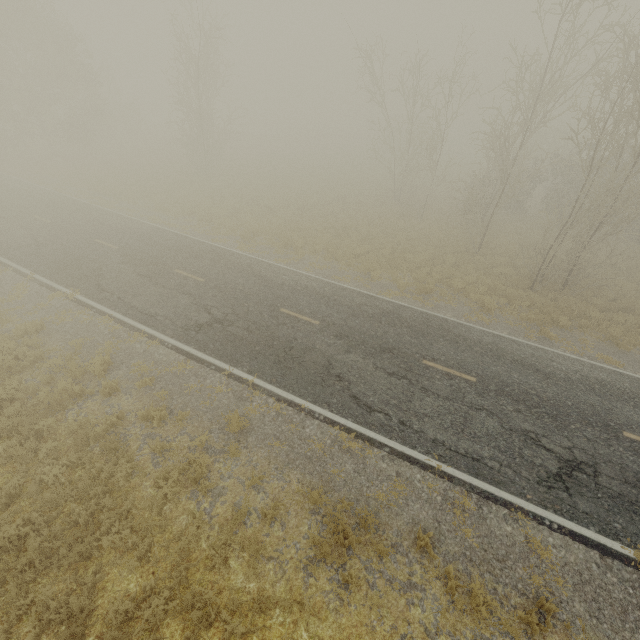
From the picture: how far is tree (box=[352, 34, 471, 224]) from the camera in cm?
2122

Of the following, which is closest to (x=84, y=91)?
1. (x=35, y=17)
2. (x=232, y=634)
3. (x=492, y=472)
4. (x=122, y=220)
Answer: (x=35, y=17)

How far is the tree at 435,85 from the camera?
21.2m

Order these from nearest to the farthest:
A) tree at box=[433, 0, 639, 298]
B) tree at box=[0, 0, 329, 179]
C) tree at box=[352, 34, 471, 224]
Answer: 1. tree at box=[433, 0, 639, 298]
2. tree at box=[352, 34, 471, 224]
3. tree at box=[0, 0, 329, 179]

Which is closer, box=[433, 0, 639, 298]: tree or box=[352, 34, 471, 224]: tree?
box=[433, 0, 639, 298]: tree

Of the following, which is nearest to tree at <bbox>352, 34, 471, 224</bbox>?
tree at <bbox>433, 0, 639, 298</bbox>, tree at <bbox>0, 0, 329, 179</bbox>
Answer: tree at <bbox>433, 0, 639, 298</bbox>

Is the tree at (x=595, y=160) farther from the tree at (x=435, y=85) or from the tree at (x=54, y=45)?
the tree at (x=54, y=45)
